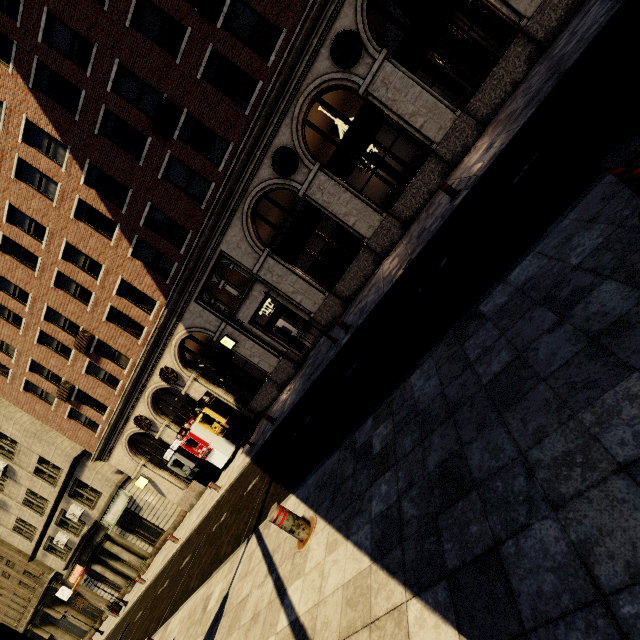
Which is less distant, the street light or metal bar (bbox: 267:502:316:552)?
the street light

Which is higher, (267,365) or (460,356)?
(267,365)

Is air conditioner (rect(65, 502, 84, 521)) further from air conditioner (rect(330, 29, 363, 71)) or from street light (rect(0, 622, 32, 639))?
air conditioner (rect(330, 29, 363, 71))

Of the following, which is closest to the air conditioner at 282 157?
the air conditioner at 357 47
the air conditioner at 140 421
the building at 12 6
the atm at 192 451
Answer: the building at 12 6

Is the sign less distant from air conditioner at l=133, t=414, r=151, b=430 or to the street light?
air conditioner at l=133, t=414, r=151, b=430

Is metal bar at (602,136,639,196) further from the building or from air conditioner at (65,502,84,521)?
air conditioner at (65,502,84,521)

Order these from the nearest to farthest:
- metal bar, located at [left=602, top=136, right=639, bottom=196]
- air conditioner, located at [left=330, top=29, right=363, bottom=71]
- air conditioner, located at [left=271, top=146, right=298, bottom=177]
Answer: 1. metal bar, located at [left=602, top=136, right=639, bottom=196]
2. air conditioner, located at [left=330, top=29, right=363, bottom=71]
3. air conditioner, located at [left=271, top=146, right=298, bottom=177]

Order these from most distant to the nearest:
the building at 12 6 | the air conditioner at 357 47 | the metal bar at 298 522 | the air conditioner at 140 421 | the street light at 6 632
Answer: the air conditioner at 140 421
the building at 12 6
the air conditioner at 357 47
the metal bar at 298 522
the street light at 6 632
